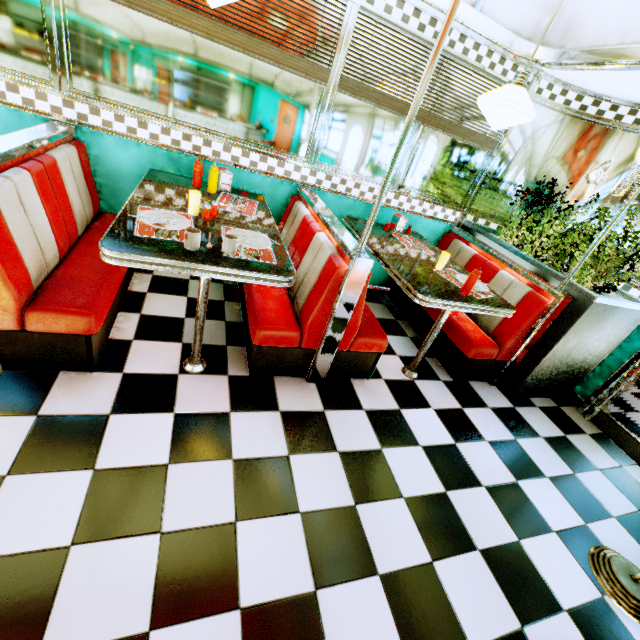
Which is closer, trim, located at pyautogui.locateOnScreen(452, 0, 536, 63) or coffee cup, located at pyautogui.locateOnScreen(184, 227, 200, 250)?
coffee cup, located at pyautogui.locateOnScreen(184, 227, 200, 250)

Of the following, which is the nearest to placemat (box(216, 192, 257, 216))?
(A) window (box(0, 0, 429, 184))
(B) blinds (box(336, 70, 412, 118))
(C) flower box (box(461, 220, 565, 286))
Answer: (A) window (box(0, 0, 429, 184))

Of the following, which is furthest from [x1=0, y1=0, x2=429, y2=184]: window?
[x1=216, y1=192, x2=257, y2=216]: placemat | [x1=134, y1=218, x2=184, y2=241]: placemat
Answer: [x1=134, y1=218, x2=184, y2=241]: placemat

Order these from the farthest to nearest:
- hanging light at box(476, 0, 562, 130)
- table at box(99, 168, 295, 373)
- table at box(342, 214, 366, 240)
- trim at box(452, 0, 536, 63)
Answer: table at box(342, 214, 366, 240) < trim at box(452, 0, 536, 63) < hanging light at box(476, 0, 562, 130) < table at box(99, 168, 295, 373)

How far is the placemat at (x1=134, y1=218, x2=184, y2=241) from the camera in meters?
1.8 m

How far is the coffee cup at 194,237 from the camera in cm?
173

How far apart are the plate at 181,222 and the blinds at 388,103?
1.9 meters

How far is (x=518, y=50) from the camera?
2.9 meters
